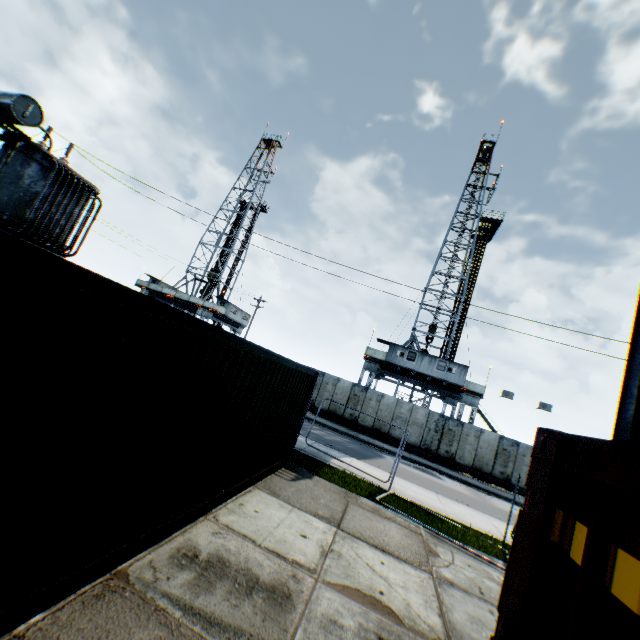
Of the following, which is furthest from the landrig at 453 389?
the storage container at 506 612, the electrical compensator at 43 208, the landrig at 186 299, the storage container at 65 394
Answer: the storage container at 506 612

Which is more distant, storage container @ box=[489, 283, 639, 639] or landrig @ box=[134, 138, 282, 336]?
landrig @ box=[134, 138, 282, 336]

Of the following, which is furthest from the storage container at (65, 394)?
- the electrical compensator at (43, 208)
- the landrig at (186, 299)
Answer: the landrig at (186, 299)

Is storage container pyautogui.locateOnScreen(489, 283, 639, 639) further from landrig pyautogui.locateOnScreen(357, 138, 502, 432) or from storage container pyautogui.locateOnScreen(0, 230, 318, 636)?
landrig pyautogui.locateOnScreen(357, 138, 502, 432)

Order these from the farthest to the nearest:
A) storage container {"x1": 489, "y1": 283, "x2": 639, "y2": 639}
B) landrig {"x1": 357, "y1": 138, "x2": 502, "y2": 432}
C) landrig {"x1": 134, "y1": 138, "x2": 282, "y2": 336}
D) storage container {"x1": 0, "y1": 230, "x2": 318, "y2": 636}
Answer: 1. landrig {"x1": 134, "y1": 138, "x2": 282, "y2": 336}
2. landrig {"x1": 357, "y1": 138, "x2": 502, "y2": 432}
3. storage container {"x1": 0, "y1": 230, "x2": 318, "y2": 636}
4. storage container {"x1": 489, "y1": 283, "x2": 639, "y2": 639}

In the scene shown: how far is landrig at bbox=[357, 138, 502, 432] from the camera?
28.1m

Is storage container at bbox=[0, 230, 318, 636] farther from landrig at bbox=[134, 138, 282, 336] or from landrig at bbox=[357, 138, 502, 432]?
landrig at bbox=[134, 138, 282, 336]

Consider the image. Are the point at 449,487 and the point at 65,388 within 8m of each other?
no
